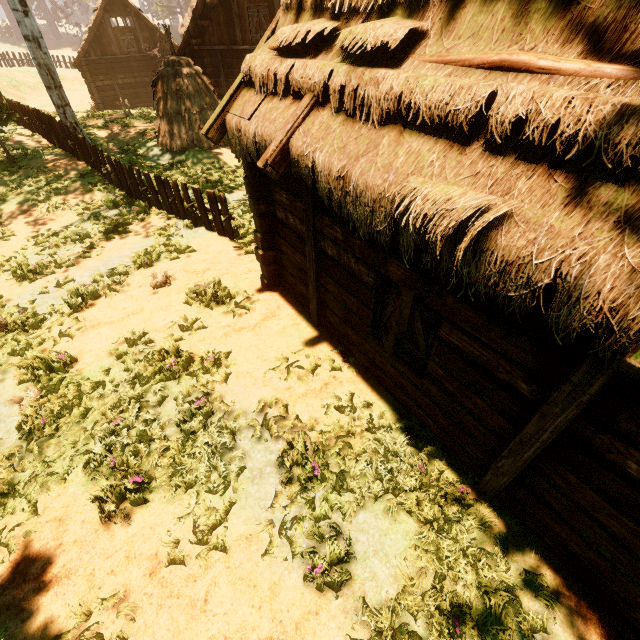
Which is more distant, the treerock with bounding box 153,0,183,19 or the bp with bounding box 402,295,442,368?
the treerock with bounding box 153,0,183,19

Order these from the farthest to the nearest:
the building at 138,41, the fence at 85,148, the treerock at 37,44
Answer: the building at 138,41
the treerock at 37,44
the fence at 85,148

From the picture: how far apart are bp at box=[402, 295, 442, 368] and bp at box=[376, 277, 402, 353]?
0.2 meters

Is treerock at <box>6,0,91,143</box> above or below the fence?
above

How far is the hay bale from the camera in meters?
12.7

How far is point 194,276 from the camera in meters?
8.0

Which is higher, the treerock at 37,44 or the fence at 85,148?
the treerock at 37,44

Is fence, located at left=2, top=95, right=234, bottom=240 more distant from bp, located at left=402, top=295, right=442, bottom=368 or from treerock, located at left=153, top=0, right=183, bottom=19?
bp, located at left=402, top=295, right=442, bottom=368
